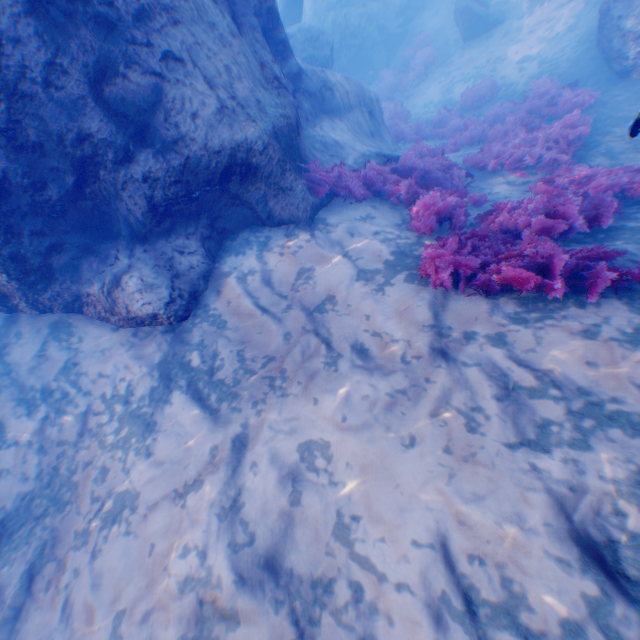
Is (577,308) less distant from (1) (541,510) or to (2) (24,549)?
(1) (541,510)

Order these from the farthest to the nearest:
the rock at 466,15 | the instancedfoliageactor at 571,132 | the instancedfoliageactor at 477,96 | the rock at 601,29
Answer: the rock at 466,15
the instancedfoliageactor at 477,96
the rock at 601,29
the instancedfoliageactor at 571,132

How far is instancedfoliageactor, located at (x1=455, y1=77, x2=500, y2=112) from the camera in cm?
1217

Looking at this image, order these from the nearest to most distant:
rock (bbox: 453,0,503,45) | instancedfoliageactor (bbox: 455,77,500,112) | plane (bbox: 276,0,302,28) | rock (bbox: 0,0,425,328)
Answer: rock (bbox: 0,0,425,328) → instancedfoliageactor (bbox: 455,77,500,112) → rock (bbox: 453,0,503,45) → plane (bbox: 276,0,302,28)

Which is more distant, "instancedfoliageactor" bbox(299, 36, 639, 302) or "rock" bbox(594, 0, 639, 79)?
"rock" bbox(594, 0, 639, 79)

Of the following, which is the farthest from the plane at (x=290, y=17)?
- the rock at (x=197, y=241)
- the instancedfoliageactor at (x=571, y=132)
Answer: the instancedfoliageactor at (x=571, y=132)

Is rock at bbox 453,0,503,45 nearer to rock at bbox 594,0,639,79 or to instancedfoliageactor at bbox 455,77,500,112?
instancedfoliageactor at bbox 455,77,500,112

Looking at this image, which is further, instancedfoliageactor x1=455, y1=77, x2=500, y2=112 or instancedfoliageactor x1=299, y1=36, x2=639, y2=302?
instancedfoliageactor x1=455, y1=77, x2=500, y2=112
